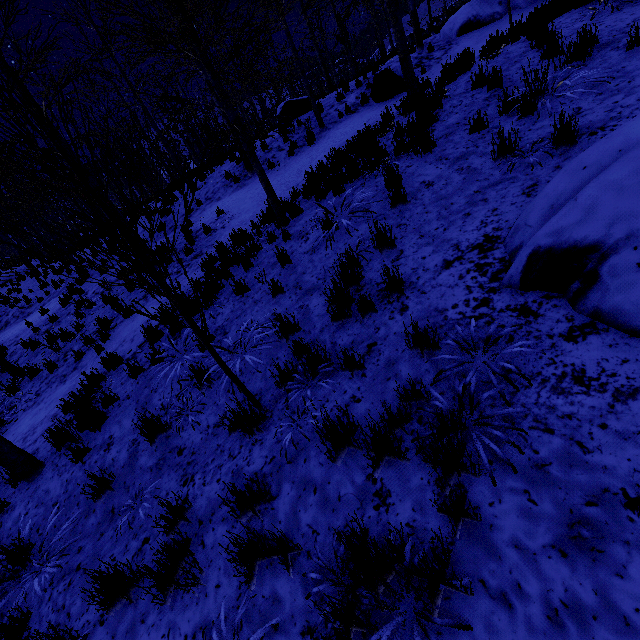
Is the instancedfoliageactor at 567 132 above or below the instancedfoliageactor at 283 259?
above

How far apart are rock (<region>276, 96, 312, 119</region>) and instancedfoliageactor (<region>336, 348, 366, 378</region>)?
14.7m

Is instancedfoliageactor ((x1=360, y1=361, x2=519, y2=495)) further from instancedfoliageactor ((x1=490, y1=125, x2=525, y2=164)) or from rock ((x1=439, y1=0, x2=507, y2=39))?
rock ((x1=439, y1=0, x2=507, y2=39))

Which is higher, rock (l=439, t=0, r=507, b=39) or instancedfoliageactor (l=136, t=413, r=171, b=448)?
rock (l=439, t=0, r=507, b=39)

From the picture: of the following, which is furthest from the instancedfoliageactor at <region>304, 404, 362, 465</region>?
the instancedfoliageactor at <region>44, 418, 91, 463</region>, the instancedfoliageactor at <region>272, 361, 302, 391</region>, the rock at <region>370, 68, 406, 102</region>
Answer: the rock at <region>370, 68, 406, 102</region>

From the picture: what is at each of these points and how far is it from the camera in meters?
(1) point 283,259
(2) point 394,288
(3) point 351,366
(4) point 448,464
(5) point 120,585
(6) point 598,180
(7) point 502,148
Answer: (1) instancedfoliageactor, 5.6 m
(2) instancedfoliageactor, 3.6 m
(3) instancedfoliageactor, 3.2 m
(4) instancedfoliageactor, 2.1 m
(5) instancedfoliageactor, 2.9 m
(6) rock, 2.5 m
(7) instancedfoliageactor, 4.2 m

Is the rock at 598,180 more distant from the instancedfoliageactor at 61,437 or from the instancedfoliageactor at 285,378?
the instancedfoliageactor at 61,437

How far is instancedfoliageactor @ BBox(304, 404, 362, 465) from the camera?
2.5 meters
